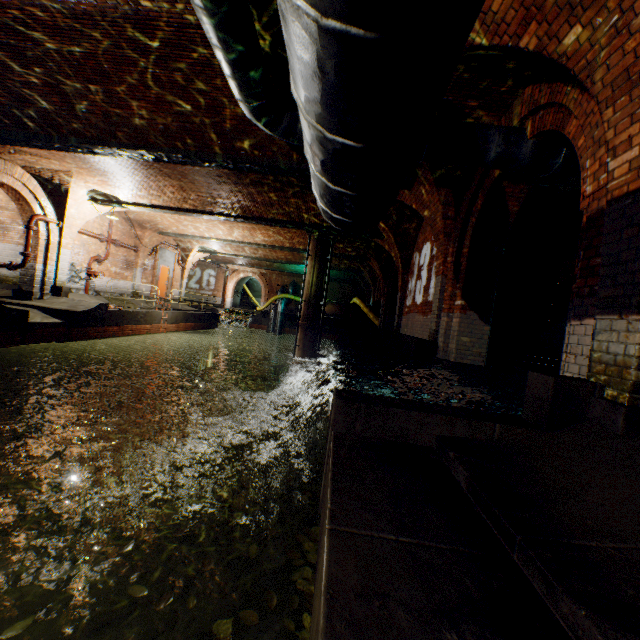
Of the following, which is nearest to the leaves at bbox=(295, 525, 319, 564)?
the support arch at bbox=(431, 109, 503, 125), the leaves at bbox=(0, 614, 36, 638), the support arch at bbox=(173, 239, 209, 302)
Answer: the leaves at bbox=(0, 614, 36, 638)

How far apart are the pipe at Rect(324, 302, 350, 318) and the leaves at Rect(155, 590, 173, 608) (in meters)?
19.04

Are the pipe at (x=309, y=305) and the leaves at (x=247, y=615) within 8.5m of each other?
no

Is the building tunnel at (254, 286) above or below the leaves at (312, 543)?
above

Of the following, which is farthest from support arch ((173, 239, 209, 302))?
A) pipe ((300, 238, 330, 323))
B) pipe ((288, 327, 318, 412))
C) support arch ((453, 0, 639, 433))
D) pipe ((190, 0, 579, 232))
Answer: support arch ((453, 0, 639, 433))

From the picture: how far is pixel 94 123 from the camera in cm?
721

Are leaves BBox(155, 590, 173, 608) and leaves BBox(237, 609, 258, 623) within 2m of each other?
yes

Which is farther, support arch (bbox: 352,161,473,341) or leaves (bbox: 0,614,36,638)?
support arch (bbox: 352,161,473,341)
